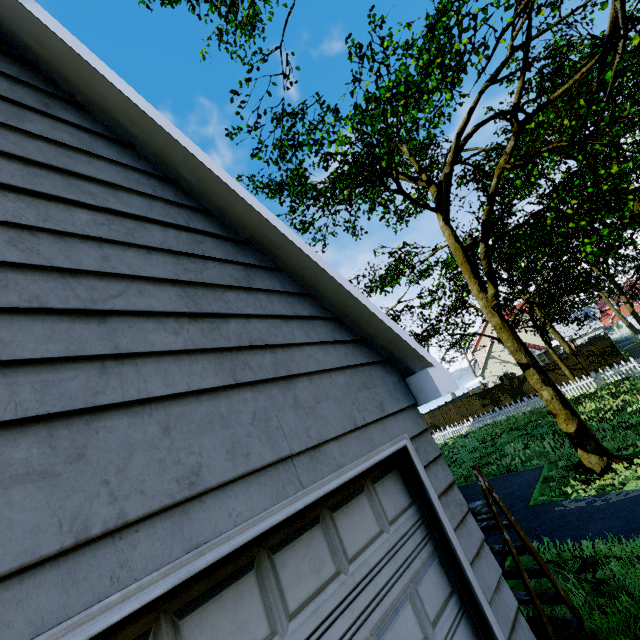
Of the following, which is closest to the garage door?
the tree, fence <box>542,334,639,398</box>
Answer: the tree

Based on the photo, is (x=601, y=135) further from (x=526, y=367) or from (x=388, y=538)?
(x=388, y=538)

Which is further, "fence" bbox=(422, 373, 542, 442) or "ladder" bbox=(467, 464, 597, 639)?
"fence" bbox=(422, 373, 542, 442)

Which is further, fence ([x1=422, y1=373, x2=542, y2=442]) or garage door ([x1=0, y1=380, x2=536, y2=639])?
fence ([x1=422, y1=373, x2=542, y2=442])

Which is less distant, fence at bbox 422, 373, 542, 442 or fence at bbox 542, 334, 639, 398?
fence at bbox 542, 334, 639, 398

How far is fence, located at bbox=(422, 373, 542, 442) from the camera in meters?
22.4

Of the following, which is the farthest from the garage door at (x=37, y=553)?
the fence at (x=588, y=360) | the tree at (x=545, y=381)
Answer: the fence at (x=588, y=360)

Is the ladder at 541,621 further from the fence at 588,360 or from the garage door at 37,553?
the fence at 588,360
